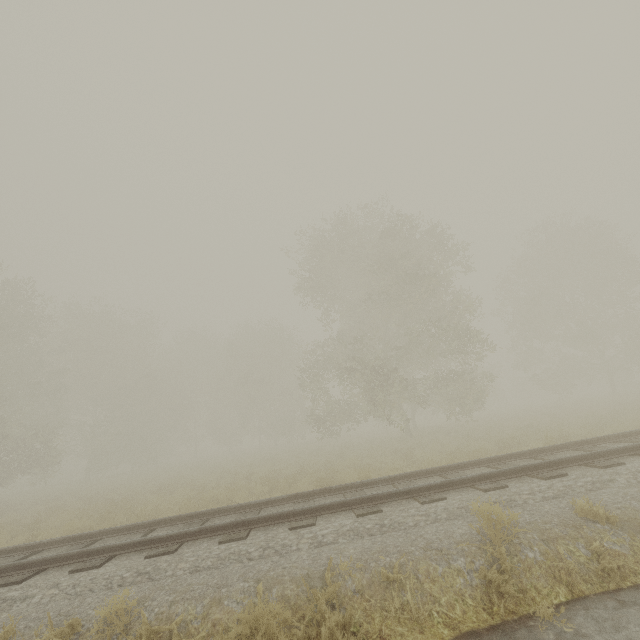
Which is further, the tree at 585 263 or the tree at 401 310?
the tree at 585 263

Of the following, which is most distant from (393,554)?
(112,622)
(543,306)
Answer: (543,306)

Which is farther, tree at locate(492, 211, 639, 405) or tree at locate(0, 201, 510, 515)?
tree at locate(492, 211, 639, 405)
